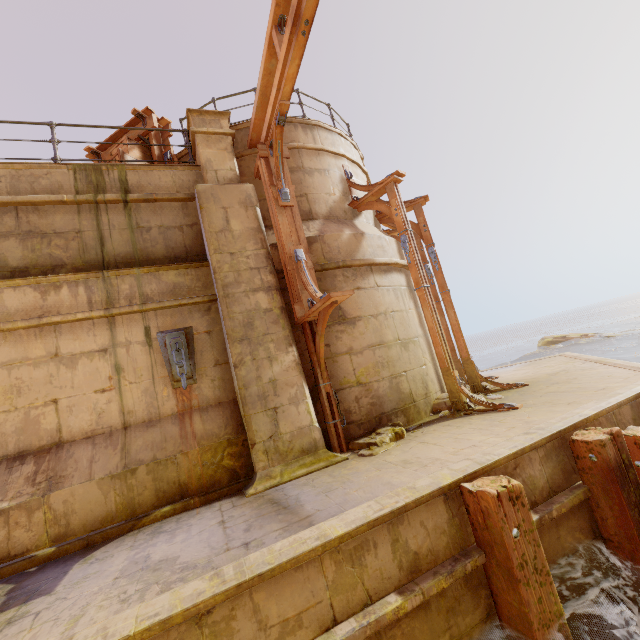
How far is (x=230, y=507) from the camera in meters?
4.1 m

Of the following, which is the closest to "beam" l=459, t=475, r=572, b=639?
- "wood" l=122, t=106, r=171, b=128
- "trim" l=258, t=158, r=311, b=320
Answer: "trim" l=258, t=158, r=311, b=320

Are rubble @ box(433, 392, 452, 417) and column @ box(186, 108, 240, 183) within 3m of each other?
no

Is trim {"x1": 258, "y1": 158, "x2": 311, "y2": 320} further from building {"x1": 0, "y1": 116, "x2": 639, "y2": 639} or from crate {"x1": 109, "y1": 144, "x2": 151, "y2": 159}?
crate {"x1": 109, "y1": 144, "x2": 151, "y2": 159}

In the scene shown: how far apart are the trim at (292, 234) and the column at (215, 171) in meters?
0.4

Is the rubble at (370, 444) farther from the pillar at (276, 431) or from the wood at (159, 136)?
the wood at (159, 136)

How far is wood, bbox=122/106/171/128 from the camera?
7.15m

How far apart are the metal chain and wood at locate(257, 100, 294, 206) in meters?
2.6 m
